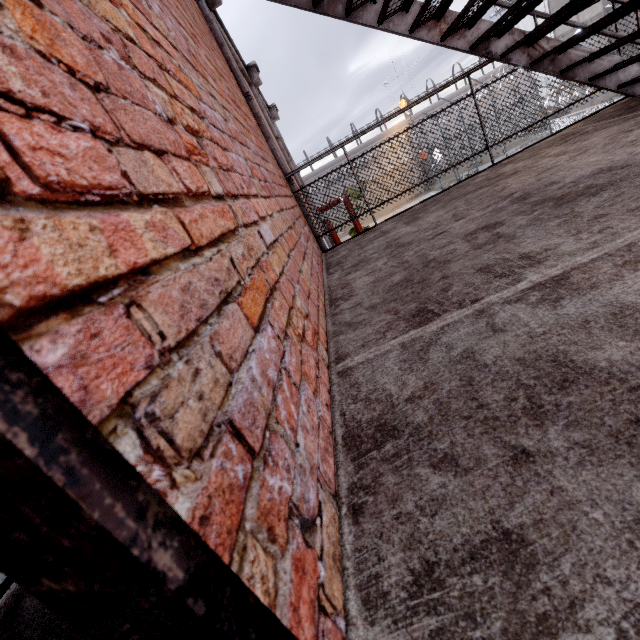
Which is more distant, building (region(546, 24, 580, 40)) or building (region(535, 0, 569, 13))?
building (region(546, 24, 580, 40))

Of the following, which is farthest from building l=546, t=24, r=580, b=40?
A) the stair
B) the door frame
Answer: the door frame

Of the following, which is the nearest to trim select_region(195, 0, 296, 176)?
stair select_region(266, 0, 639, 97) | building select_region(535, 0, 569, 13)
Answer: stair select_region(266, 0, 639, 97)

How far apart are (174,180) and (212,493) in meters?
0.7 m

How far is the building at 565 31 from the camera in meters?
27.3 m

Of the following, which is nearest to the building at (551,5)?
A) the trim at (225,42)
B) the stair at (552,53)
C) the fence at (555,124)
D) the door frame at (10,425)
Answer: the fence at (555,124)

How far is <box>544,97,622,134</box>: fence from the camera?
11.7 meters

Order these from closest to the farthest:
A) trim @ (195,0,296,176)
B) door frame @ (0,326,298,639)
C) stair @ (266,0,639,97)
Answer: door frame @ (0,326,298,639), stair @ (266,0,639,97), trim @ (195,0,296,176)
